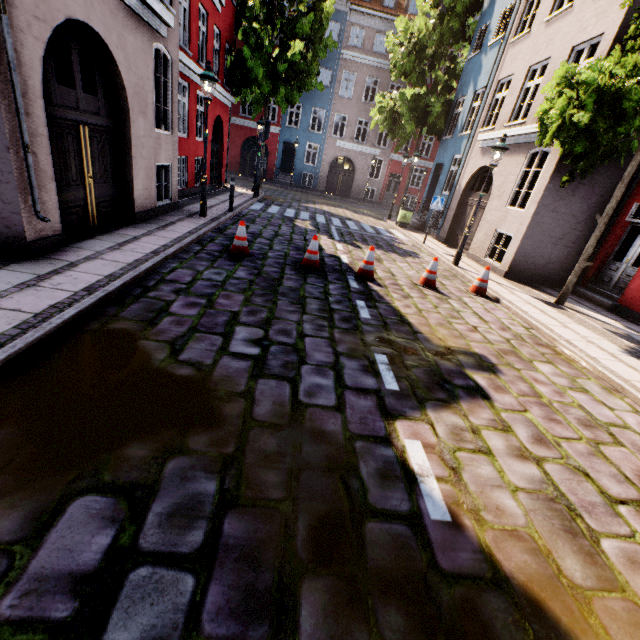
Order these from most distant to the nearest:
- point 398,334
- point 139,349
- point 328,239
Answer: point 328,239, point 398,334, point 139,349

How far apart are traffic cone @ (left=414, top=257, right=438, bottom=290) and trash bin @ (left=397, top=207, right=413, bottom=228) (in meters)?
9.81

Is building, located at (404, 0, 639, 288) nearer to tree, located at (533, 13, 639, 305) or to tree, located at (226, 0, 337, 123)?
tree, located at (533, 13, 639, 305)

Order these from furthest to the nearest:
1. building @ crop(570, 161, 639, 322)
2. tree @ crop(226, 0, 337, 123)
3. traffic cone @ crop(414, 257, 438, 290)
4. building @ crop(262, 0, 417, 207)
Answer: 1. building @ crop(262, 0, 417, 207)
2. tree @ crop(226, 0, 337, 123)
3. building @ crop(570, 161, 639, 322)
4. traffic cone @ crop(414, 257, 438, 290)

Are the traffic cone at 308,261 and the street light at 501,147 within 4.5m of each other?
no

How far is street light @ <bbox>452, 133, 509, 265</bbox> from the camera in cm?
916

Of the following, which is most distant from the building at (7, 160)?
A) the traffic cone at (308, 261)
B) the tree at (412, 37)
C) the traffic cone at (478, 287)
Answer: the traffic cone at (308, 261)

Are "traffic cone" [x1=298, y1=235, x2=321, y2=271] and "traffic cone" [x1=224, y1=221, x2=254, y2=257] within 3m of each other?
yes
